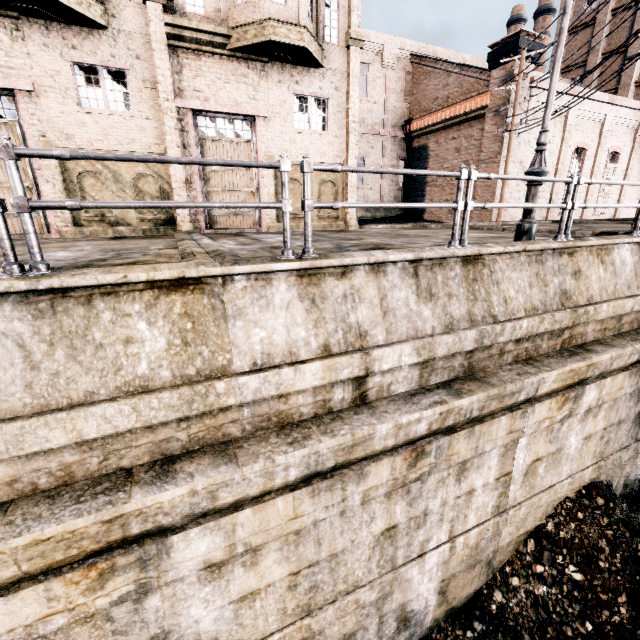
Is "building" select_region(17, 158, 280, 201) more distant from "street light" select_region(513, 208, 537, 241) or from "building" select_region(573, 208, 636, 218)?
"street light" select_region(513, 208, 537, 241)

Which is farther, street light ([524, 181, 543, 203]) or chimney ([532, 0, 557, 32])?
chimney ([532, 0, 557, 32])

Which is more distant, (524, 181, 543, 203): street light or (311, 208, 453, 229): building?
(311, 208, 453, 229): building

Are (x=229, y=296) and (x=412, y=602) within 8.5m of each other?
yes

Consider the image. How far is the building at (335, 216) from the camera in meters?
15.3 m

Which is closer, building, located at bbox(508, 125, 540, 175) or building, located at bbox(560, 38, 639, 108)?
building, located at bbox(508, 125, 540, 175)

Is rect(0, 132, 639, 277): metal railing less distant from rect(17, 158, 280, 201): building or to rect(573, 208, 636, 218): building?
rect(17, 158, 280, 201): building

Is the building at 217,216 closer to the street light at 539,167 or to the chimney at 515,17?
the street light at 539,167
